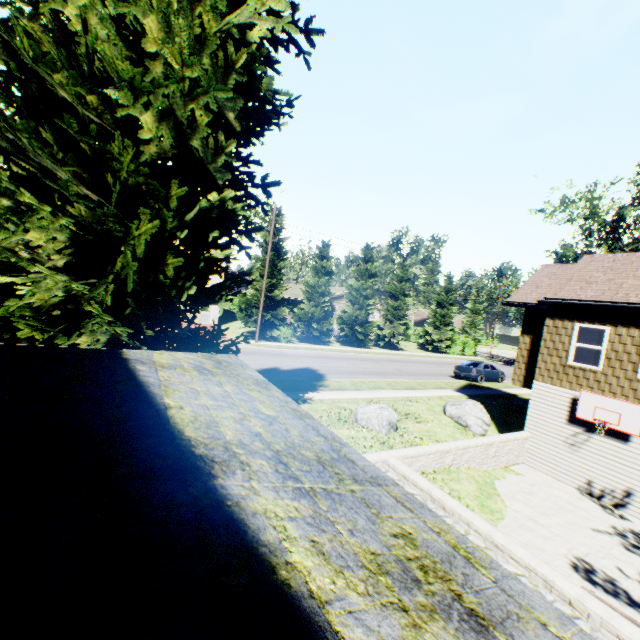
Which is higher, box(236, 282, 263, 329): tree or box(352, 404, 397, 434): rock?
box(236, 282, 263, 329): tree

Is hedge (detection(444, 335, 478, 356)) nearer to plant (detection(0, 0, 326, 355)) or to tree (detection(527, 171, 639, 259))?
tree (detection(527, 171, 639, 259))

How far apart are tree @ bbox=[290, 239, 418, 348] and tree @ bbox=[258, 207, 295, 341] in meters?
8.0 m

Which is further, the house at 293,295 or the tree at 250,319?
the house at 293,295

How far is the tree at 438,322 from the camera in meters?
41.8

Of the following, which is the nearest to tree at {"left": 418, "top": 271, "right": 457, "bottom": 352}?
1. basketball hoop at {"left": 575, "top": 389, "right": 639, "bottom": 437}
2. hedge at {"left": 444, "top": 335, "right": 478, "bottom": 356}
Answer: hedge at {"left": 444, "top": 335, "right": 478, "bottom": 356}

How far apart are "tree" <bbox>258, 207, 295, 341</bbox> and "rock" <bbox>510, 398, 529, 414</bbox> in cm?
1944

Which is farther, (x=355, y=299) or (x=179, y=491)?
(x=355, y=299)
